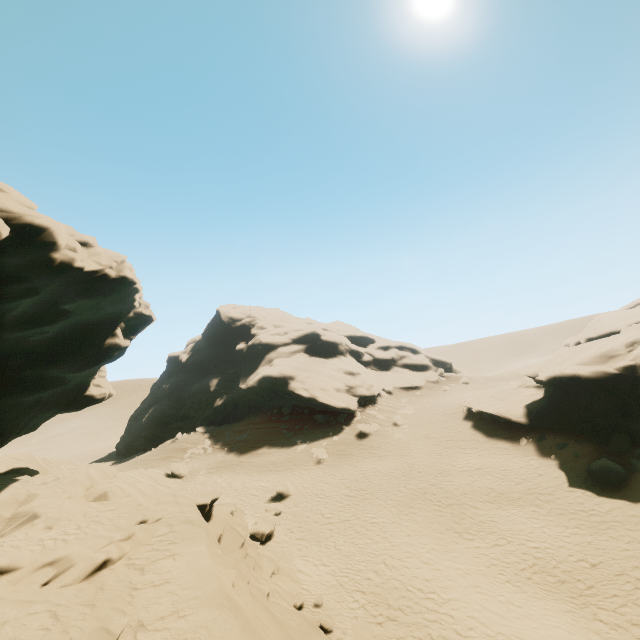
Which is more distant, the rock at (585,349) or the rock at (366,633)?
the rock at (585,349)

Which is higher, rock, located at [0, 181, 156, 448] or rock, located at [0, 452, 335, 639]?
rock, located at [0, 181, 156, 448]

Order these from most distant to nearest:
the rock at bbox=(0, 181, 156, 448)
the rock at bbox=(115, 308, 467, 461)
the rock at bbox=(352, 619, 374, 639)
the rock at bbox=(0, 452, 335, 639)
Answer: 1. the rock at bbox=(115, 308, 467, 461)
2. the rock at bbox=(352, 619, 374, 639)
3. the rock at bbox=(0, 181, 156, 448)
4. the rock at bbox=(0, 452, 335, 639)

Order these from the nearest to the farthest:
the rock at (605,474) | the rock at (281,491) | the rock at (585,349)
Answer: the rock at (605,474)
the rock at (585,349)
the rock at (281,491)

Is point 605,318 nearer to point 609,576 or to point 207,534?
point 609,576

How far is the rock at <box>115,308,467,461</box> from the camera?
38.69m

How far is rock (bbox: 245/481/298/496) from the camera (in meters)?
22.50
